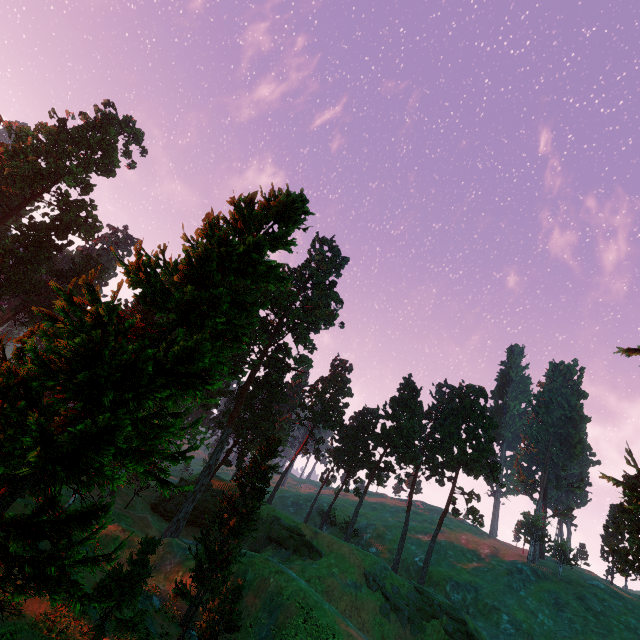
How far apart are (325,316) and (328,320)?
1.25m

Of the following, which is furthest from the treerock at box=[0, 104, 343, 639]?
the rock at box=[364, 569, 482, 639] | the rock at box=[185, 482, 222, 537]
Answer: the rock at box=[364, 569, 482, 639]

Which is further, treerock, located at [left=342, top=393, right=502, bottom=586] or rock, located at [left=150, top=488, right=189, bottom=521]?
treerock, located at [left=342, top=393, right=502, bottom=586]

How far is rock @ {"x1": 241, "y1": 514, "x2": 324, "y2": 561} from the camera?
42.4 meters

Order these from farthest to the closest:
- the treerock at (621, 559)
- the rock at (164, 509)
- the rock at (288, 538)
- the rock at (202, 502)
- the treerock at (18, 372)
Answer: the rock at (164, 509), the rock at (202, 502), the rock at (288, 538), the treerock at (621, 559), the treerock at (18, 372)

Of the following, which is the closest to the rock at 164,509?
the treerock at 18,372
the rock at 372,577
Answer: the treerock at 18,372
